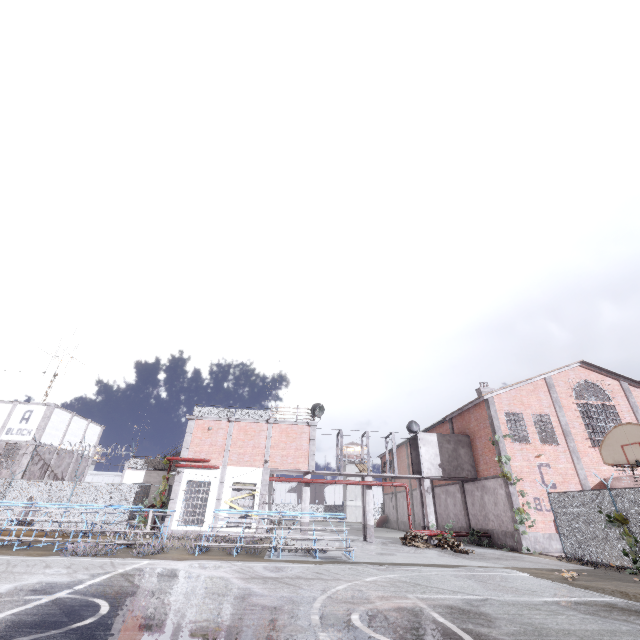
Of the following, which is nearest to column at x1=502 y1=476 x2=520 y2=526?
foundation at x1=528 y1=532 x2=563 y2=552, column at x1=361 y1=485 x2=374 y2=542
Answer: foundation at x1=528 y1=532 x2=563 y2=552

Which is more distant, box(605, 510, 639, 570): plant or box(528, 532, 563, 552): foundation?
box(528, 532, 563, 552): foundation

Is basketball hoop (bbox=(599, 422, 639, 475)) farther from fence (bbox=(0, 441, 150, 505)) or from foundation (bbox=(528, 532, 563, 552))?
foundation (bbox=(528, 532, 563, 552))

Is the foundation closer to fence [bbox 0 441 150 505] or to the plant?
fence [bbox 0 441 150 505]

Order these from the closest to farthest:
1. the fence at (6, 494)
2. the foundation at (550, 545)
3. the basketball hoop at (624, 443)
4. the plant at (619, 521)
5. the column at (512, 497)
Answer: the basketball hoop at (624, 443)
the plant at (619, 521)
the foundation at (550, 545)
the column at (512, 497)
the fence at (6, 494)

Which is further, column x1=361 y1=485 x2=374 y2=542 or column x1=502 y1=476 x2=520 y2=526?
column x1=361 y1=485 x2=374 y2=542

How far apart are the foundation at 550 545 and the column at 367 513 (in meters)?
9.00

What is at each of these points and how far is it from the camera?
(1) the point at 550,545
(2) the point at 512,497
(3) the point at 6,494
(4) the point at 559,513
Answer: (1) foundation, 18.5m
(2) column, 19.5m
(3) fence, 21.1m
(4) fence, 15.9m
